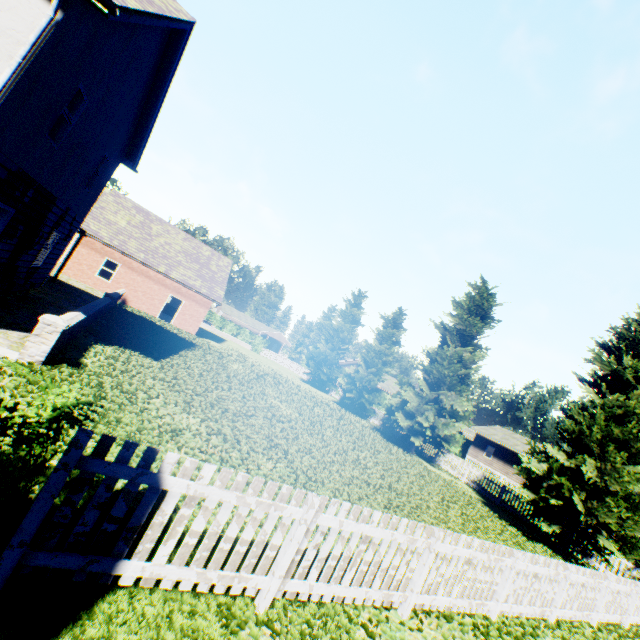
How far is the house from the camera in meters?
38.4

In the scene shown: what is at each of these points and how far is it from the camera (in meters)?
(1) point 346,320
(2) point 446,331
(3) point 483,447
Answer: (1) tree, 35.44
(2) tree, 23.23
(3) house, 42.31

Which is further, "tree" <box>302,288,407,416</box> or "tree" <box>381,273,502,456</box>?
"tree" <box>302,288,407,416</box>

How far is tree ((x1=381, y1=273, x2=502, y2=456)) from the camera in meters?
21.3 m

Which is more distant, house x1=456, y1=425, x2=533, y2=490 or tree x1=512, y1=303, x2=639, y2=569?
house x1=456, y1=425, x2=533, y2=490

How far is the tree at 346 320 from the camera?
28.5 meters
